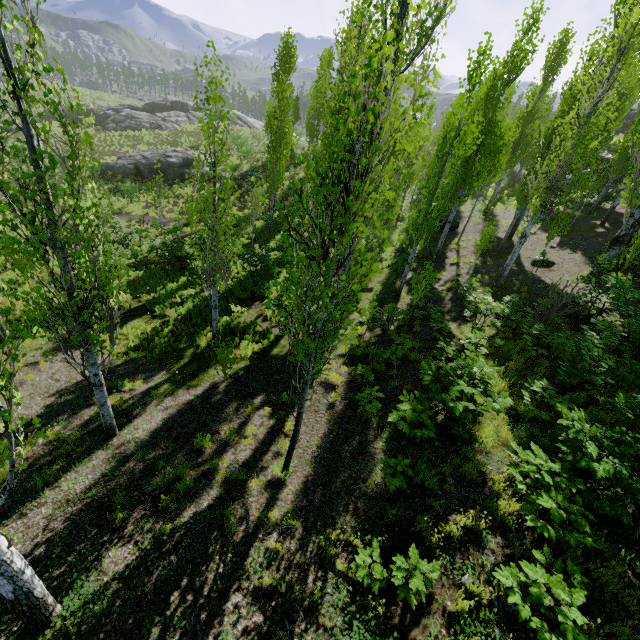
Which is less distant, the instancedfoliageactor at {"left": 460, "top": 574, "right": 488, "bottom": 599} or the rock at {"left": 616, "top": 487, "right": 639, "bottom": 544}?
the instancedfoliageactor at {"left": 460, "top": 574, "right": 488, "bottom": 599}

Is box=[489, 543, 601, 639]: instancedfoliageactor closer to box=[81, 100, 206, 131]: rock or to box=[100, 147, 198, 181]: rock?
box=[100, 147, 198, 181]: rock

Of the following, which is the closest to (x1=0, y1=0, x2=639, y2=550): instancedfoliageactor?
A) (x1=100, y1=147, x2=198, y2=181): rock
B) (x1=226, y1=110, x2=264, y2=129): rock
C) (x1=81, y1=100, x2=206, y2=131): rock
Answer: (x1=226, y1=110, x2=264, y2=129): rock

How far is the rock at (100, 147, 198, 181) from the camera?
29.6 meters

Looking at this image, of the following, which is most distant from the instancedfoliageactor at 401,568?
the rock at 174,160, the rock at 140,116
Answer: the rock at 140,116

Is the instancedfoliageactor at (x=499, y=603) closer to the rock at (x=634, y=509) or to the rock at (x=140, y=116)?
the rock at (x=634, y=509)

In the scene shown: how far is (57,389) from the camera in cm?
916
